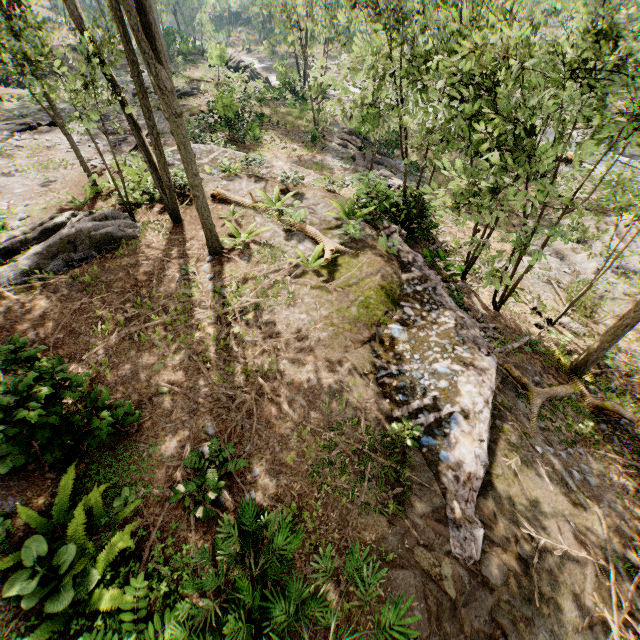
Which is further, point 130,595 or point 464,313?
point 464,313

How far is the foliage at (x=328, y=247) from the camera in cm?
1002

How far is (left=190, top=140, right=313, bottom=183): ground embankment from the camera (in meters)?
14.08

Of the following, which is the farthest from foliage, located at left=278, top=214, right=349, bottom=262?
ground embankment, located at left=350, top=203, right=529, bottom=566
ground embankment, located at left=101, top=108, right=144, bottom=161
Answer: ground embankment, located at left=350, top=203, right=529, bottom=566

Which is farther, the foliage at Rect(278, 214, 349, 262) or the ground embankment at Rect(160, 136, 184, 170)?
the ground embankment at Rect(160, 136, 184, 170)

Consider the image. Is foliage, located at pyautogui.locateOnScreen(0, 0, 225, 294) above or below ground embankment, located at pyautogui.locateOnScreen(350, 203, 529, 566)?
above

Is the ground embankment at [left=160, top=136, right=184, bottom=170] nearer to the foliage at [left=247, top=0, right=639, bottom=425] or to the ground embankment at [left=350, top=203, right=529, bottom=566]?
the foliage at [left=247, top=0, right=639, bottom=425]

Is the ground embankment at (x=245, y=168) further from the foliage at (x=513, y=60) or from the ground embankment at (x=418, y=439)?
the ground embankment at (x=418, y=439)
